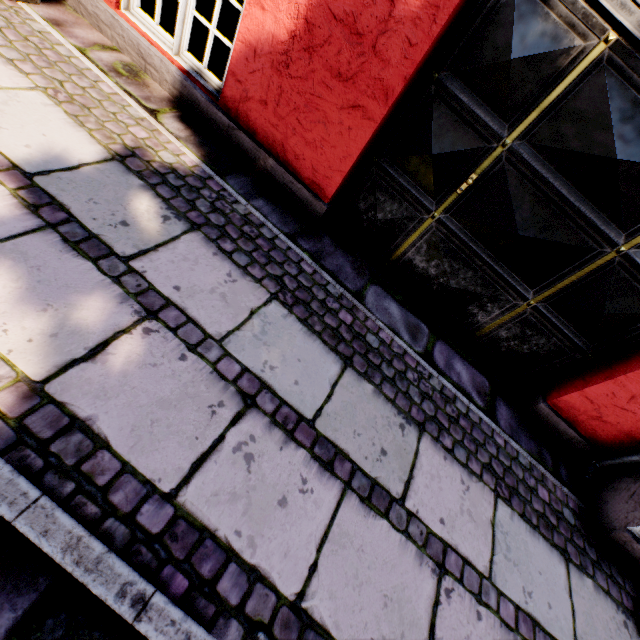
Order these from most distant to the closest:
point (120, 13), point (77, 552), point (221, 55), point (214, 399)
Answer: point (221, 55), point (120, 13), point (214, 399), point (77, 552)
